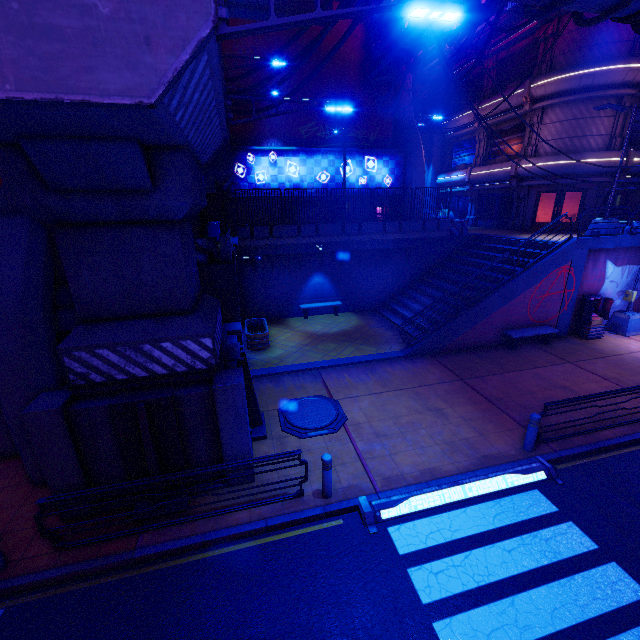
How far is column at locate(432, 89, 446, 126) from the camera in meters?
28.8 m

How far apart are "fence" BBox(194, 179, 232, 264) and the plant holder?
3.42m

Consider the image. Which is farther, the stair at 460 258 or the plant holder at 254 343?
the stair at 460 258

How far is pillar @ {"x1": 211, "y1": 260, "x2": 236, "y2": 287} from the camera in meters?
10.9

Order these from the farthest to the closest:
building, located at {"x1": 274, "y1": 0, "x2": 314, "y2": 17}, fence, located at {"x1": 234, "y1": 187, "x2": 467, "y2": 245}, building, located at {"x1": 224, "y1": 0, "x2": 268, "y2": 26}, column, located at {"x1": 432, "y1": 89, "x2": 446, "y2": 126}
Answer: column, located at {"x1": 432, "y1": 89, "x2": 446, "y2": 126}, building, located at {"x1": 274, "y1": 0, "x2": 314, "y2": 17}, building, located at {"x1": 224, "y1": 0, "x2": 268, "y2": 26}, fence, located at {"x1": 234, "y1": 187, "x2": 467, "y2": 245}

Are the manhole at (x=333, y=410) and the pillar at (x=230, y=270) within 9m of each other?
yes

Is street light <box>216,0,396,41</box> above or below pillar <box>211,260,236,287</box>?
above

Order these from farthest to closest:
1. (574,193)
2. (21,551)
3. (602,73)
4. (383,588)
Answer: (574,193)
(602,73)
(21,551)
(383,588)
